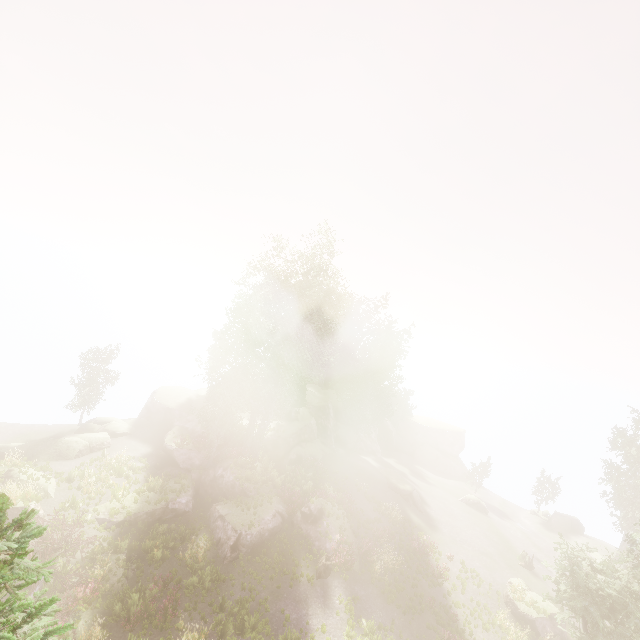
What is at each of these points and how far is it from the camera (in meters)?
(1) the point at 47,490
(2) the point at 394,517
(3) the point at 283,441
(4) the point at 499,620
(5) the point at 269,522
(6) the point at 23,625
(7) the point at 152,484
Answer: (1) rock, 22.05
(2) instancedfoliageactor, 28.11
(3) rock, 32.09
(4) instancedfoliageactor, 22.11
(5) rock, 22.77
(6) instancedfoliageactor, 4.05
(7) instancedfoliageactor, 24.55

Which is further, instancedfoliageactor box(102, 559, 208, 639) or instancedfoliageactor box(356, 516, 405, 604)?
instancedfoliageactor box(356, 516, 405, 604)

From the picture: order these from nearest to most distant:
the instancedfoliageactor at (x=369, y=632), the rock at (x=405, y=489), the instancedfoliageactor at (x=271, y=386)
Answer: the instancedfoliageactor at (x=369, y=632)
the instancedfoliageactor at (x=271, y=386)
the rock at (x=405, y=489)

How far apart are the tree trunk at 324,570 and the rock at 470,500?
24.3m

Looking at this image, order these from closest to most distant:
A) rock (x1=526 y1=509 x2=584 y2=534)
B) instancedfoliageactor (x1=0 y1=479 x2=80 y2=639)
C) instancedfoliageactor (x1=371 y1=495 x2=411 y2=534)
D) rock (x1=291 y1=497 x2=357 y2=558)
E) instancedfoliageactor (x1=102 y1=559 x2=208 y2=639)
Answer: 1. instancedfoliageactor (x1=0 y1=479 x2=80 y2=639)
2. instancedfoliageactor (x1=102 y1=559 x2=208 y2=639)
3. rock (x1=291 y1=497 x2=357 y2=558)
4. instancedfoliageactor (x1=371 y1=495 x2=411 y2=534)
5. rock (x1=526 y1=509 x2=584 y2=534)

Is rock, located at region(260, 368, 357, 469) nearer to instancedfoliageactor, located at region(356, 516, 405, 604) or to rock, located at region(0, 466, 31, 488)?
instancedfoliageactor, located at region(356, 516, 405, 604)

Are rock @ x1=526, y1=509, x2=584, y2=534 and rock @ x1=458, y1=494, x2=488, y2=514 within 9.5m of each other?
yes

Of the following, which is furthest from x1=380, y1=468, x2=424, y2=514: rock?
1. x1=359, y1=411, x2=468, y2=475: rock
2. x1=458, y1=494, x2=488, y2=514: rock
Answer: x1=458, y1=494, x2=488, y2=514: rock
